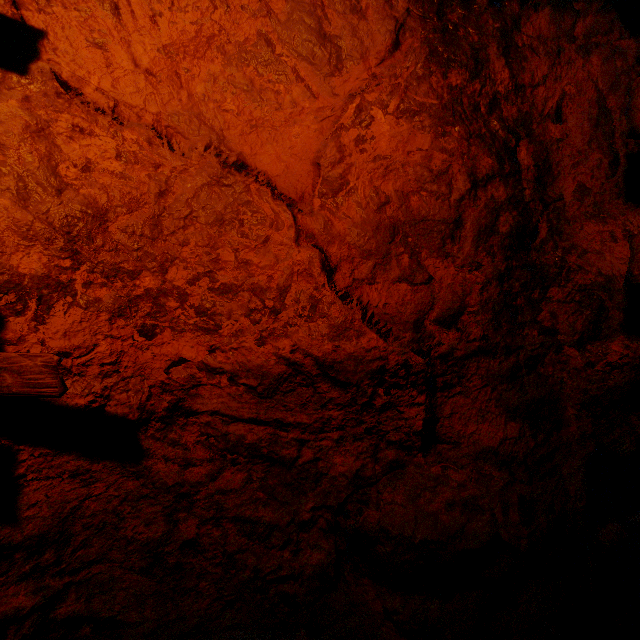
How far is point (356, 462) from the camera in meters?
1.9 m
